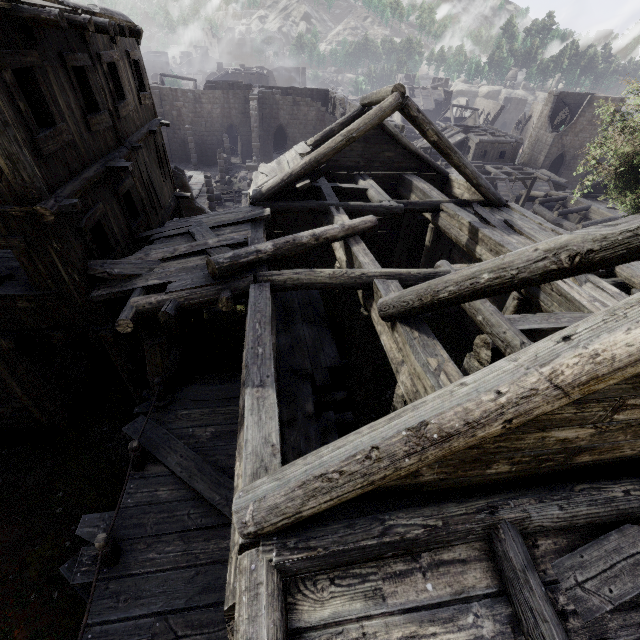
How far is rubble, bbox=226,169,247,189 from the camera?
29.7 meters

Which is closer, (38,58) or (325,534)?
(325,534)

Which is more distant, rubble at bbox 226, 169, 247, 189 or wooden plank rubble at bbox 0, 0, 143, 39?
rubble at bbox 226, 169, 247, 189

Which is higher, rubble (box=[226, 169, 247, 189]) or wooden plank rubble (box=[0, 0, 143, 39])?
wooden plank rubble (box=[0, 0, 143, 39])

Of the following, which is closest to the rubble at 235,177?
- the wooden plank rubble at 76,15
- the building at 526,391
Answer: the building at 526,391

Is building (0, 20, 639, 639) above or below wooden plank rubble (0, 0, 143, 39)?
below

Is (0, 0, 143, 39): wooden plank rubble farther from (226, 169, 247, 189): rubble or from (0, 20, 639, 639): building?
(226, 169, 247, 189): rubble

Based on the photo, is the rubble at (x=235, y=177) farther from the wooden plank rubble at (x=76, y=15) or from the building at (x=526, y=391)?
the wooden plank rubble at (x=76, y=15)
